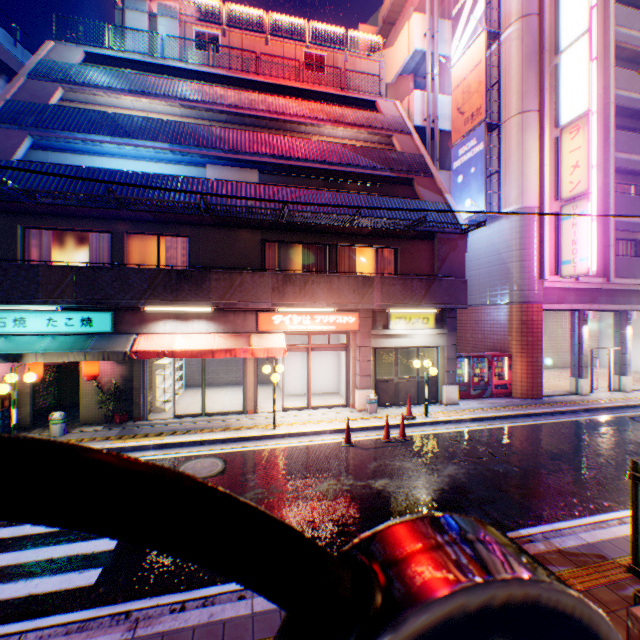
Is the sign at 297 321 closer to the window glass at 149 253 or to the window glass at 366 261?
the window glass at 366 261

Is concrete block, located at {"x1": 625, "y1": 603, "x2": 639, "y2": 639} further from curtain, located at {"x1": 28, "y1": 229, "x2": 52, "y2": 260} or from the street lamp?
curtain, located at {"x1": 28, "y1": 229, "x2": 52, "y2": 260}

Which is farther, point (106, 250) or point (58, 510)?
point (106, 250)

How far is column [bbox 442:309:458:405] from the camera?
14.0m

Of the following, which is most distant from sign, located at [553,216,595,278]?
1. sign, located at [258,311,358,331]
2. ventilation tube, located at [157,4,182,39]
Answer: ventilation tube, located at [157,4,182,39]

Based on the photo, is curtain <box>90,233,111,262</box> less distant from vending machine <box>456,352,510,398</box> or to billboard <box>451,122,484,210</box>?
vending machine <box>456,352,510,398</box>

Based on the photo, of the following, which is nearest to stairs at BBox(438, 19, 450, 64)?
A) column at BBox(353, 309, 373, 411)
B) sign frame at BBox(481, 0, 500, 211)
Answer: sign frame at BBox(481, 0, 500, 211)

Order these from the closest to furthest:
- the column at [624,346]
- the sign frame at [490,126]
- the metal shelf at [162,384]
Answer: the metal shelf at [162,384]
the sign frame at [490,126]
the column at [624,346]
